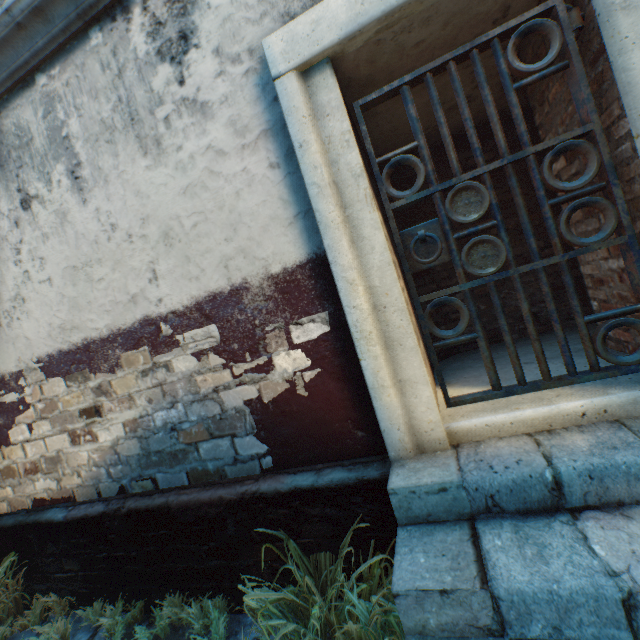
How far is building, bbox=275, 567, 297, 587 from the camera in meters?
2.3 m

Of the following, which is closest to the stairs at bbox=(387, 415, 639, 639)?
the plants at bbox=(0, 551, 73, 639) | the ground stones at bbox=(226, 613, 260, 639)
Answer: the ground stones at bbox=(226, 613, 260, 639)

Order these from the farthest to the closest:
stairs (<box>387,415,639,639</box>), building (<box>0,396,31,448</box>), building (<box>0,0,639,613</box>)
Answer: building (<box>0,396,31,448</box>), building (<box>0,0,639,613</box>), stairs (<box>387,415,639,639</box>)

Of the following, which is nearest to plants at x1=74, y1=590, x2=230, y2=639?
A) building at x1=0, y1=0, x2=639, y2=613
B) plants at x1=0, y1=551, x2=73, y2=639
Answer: building at x1=0, y1=0, x2=639, y2=613

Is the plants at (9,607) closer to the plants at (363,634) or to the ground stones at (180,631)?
the ground stones at (180,631)

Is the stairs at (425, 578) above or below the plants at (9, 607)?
above

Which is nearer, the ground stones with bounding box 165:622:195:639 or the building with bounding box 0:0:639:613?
→ the building with bounding box 0:0:639:613

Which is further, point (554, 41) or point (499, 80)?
point (499, 80)
